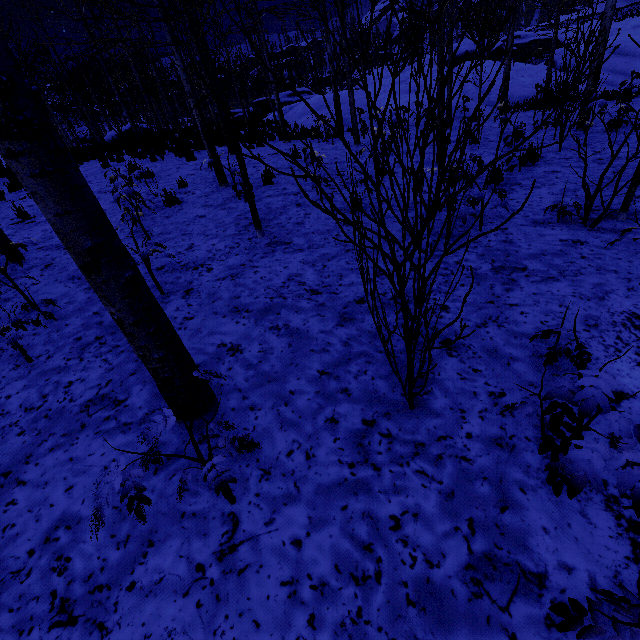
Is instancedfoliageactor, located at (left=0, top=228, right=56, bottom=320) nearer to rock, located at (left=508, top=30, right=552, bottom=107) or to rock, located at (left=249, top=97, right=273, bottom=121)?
rock, located at (left=249, top=97, right=273, bottom=121)

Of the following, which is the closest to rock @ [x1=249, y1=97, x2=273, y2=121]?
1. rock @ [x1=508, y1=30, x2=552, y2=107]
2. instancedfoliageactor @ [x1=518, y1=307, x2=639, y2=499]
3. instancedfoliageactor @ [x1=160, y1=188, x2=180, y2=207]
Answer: rock @ [x1=508, y1=30, x2=552, y2=107]

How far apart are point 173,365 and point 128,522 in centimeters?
96cm

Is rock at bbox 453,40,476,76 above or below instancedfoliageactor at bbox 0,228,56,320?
above

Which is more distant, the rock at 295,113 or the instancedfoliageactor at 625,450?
the rock at 295,113

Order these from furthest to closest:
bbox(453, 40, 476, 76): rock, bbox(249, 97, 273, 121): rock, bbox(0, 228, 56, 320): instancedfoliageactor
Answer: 1. bbox(249, 97, 273, 121): rock
2. bbox(453, 40, 476, 76): rock
3. bbox(0, 228, 56, 320): instancedfoliageactor

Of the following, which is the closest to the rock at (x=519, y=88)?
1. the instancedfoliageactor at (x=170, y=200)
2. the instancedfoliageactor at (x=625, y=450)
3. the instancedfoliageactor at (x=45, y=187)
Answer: the instancedfoliageactor at (x=170, y=200)

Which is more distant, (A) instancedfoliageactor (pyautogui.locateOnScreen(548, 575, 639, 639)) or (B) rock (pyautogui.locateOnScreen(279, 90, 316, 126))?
(B) rock (pyautogui.locateOnScreen(279, 90, 316, 126))
